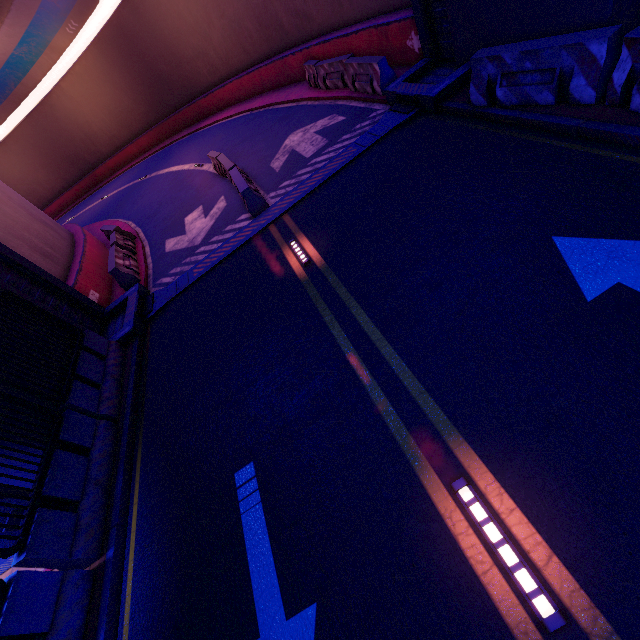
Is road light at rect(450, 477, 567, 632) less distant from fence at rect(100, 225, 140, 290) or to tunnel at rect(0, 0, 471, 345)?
tunnel at rect(0, 0, 471, 345)

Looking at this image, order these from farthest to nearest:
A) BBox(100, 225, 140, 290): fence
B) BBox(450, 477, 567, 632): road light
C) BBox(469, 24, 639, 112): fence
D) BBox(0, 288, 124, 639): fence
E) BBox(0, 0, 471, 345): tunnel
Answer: BBox(100, 225, 140, 290): fence, BBox(0, 0, 471, 345): tunnel, BBox(469, 24, 639, 112): fence, BBox(0, 288, 124, 639): fence, BBox(450, 477, 567, 632): road light

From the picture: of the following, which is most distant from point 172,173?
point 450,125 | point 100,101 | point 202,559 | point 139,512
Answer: point 202,559

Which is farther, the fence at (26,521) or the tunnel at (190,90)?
the tunnel at (190,90)

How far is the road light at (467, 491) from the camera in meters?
2.5

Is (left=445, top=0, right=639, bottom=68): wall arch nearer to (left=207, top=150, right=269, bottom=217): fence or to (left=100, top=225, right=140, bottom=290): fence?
(left=100, top=225, right=140, bottom=290): fence

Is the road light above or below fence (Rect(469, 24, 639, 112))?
below

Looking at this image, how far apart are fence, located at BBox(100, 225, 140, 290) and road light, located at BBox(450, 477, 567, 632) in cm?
1148
